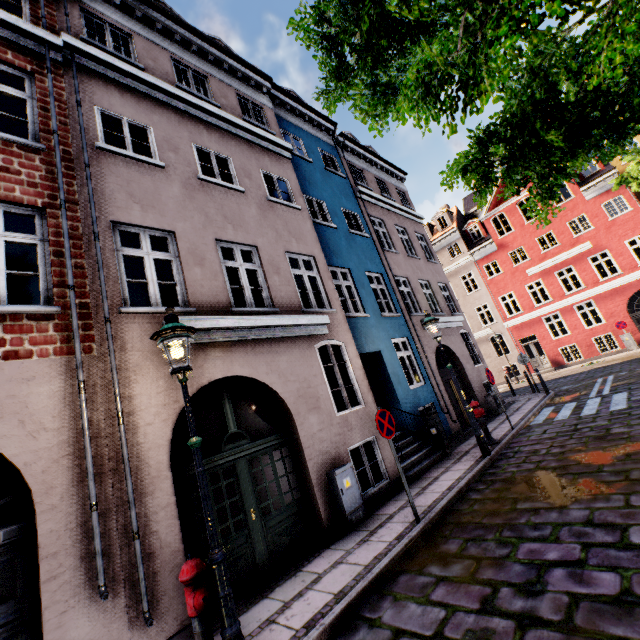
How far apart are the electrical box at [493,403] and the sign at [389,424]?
9.3 meters

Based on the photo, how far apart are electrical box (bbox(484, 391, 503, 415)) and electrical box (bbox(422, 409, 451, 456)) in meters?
5.1

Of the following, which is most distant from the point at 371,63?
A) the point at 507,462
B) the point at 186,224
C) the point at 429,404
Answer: the point at 429,404

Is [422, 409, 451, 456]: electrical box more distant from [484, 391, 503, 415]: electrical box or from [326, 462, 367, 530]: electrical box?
[484, 391, 503, 415]: electrical box

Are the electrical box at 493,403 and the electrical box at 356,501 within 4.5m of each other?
no

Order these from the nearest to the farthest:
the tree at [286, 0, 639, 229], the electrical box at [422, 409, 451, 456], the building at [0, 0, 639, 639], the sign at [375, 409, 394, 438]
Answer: the tree at [286, 0, 639, 229], the building at [0, 0, 639, 639], the sign at [375, 409, 394, 438], the electrical box at [422, 409, 451, 456]

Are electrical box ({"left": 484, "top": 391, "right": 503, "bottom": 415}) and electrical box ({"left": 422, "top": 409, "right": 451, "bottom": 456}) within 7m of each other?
yes

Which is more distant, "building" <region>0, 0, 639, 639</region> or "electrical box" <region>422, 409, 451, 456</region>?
"electrical box" <region>422, 409, 451, 456</region>
